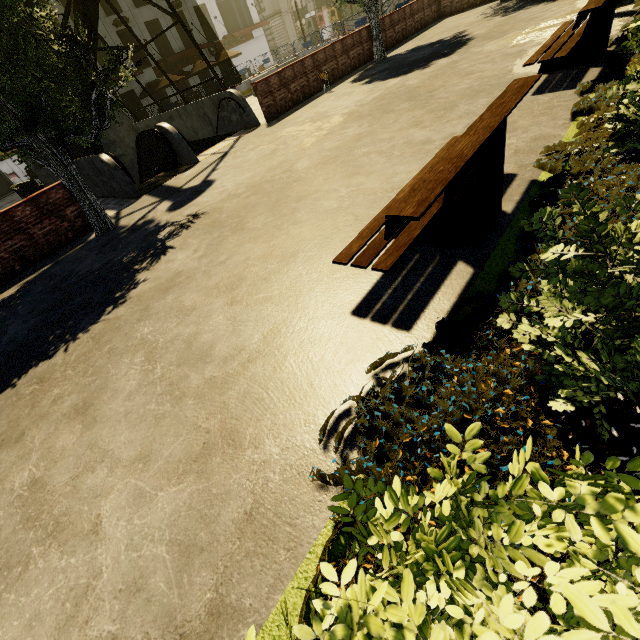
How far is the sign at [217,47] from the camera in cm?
3428

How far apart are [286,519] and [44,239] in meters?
9.4 m

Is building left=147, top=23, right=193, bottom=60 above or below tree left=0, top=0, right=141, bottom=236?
above

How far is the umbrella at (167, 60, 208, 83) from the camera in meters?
25.4 m

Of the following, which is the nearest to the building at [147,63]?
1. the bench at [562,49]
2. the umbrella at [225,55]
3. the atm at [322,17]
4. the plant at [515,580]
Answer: the umbrella at [225,55]

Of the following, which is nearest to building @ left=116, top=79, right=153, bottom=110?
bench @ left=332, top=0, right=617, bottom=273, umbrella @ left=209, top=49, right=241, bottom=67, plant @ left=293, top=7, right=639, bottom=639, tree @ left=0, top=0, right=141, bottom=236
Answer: umbrella @ left=209, top=49, right=241, bottom=67

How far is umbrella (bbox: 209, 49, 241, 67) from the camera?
27.47m

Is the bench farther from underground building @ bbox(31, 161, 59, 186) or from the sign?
the sign
